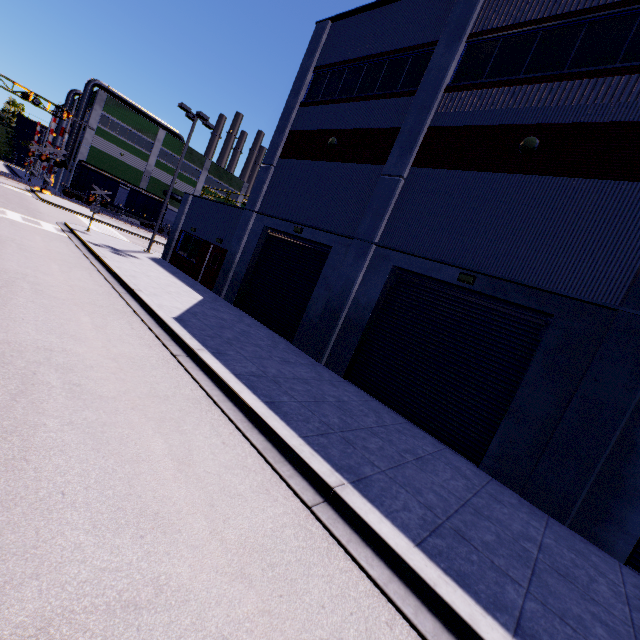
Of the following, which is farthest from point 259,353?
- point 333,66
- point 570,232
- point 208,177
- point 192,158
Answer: point 208,177

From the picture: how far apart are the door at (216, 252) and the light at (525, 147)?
14.5 meters

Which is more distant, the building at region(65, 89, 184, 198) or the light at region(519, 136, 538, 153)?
the building at region(65, 89, 184, 198)

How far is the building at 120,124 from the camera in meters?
43.6 m

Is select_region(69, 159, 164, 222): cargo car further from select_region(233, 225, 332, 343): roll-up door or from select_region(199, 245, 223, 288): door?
select_region(199, 245, 223, 288): door

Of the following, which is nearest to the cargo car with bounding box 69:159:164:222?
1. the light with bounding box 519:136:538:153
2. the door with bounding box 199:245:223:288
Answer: the door with bounding box 199:245:223:288

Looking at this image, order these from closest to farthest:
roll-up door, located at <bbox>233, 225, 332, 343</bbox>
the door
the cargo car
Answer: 1. roll-up door, located at <bbox>233, 225, 332, 343</bbox>
2. the door
3. the cargo car

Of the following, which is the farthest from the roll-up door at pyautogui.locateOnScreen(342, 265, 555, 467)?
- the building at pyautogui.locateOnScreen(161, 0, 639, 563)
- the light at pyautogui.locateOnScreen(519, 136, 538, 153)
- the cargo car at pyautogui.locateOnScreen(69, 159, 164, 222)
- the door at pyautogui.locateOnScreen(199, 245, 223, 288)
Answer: the light at pyautogui.locateOnScreen(519, 136, 538, 153)
